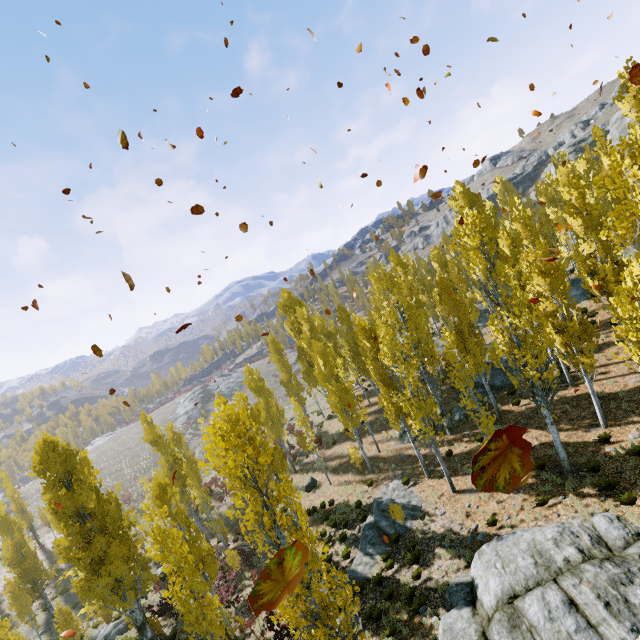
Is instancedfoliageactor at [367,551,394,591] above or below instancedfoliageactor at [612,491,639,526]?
below

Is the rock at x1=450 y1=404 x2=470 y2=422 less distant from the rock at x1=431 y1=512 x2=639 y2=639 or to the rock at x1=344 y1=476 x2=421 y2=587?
the rock at x1=344 y1=476 x2=421 y2=587

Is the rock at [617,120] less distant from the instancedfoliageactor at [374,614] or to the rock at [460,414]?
the instancedfoliageactor at [374,614]

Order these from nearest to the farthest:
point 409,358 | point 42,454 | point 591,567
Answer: point 591,567, point 42,454, point 409,358

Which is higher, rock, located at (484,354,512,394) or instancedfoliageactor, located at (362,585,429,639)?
rock, located at (484,354,512,394)

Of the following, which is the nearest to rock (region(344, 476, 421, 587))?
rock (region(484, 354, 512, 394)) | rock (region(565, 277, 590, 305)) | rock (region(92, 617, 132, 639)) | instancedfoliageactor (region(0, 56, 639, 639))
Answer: instancedfoliageactor (region(0, 56, 639, 639))

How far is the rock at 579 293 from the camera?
26.6 meters

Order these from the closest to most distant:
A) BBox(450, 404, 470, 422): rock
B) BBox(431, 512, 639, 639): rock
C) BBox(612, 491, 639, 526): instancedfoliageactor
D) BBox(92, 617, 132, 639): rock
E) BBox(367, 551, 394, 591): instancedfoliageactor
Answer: BBox(431, 512, 639, 639): rock, BBox(612, 491, 639, 526): instancedfoliageactor, BBox(367, 551, 394, 591): instancedfoliageactor, BBox(92, 617, 132, 639): rock, BBox(450, 404, 470, 422): rock
